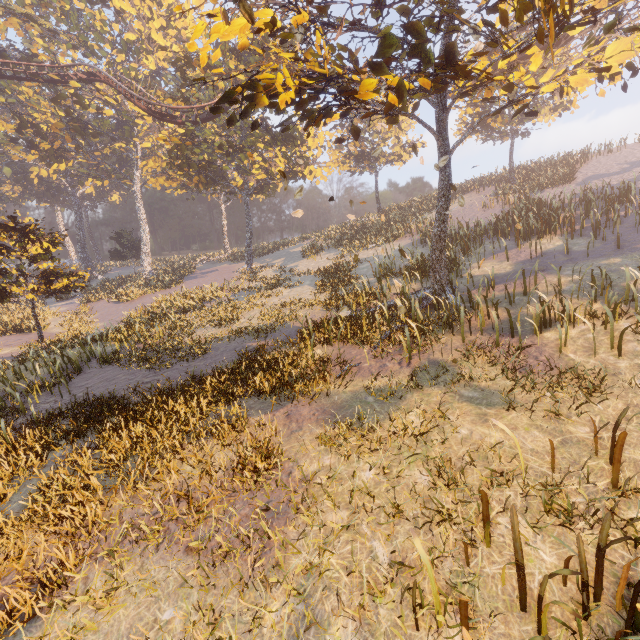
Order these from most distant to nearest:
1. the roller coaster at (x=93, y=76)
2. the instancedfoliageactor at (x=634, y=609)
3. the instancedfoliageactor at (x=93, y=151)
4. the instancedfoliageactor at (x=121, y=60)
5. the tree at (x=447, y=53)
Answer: the instancedfoliageactor at (x=121, y=60) < the roller coaster at (x=93, y=76) < the instancedfoliageactor at (x=93, y=151) < the tree at (x=447, y=53) < the instancedfoliageactor at (x=634, y=609)

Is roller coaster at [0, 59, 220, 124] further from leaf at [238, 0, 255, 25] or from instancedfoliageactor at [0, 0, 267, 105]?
leaf at [238, 0, 255, 25]

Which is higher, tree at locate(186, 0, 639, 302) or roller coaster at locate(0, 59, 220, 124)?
roller coaster at locate(0, 59, 220, 124)

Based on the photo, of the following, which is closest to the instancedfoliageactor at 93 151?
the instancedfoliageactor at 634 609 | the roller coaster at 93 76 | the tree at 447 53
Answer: the roller coaster at 93 76

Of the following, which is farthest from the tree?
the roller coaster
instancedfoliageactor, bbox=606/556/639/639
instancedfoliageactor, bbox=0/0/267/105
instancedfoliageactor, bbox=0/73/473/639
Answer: instancedfoliageactor, bbox=0/0/267/105

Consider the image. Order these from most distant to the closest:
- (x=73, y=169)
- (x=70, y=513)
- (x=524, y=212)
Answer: (x=73, y=169), (x=524, y=212), (x=70, y=513)

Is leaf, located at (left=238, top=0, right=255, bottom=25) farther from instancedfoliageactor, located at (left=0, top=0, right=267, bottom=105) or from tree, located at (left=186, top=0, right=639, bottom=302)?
instancedfoliageactor, located at (left=0, top=0, right=267, bottom=105)

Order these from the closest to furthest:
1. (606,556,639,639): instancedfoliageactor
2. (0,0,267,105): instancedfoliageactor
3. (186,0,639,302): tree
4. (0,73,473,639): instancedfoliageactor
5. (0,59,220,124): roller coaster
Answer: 1. (606,556,639,639): instancedfoliageactor
2. (186,0,639,302): tree
3. (0,73,473,639): instancedfoliageactor
4. (0,59,220,124): roller coaster
5. (0,0,267,105): instancedfoliageactor
